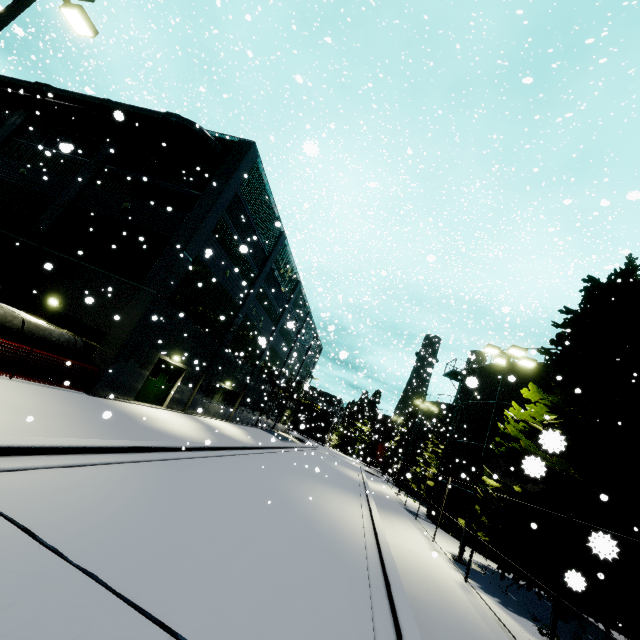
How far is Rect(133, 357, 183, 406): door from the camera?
17.0 meters

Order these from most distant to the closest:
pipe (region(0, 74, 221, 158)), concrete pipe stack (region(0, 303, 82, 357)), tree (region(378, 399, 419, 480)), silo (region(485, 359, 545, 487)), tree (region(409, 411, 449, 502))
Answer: tree (region(378, 399, 419, 480)) → tree (region(409, 411, 449, 502)) → silo (region(485, 359, 545, 487)) → pipe (region(0, 74, 221, 158)) → concrete pipe stack (region(0, 303, 82, 357))

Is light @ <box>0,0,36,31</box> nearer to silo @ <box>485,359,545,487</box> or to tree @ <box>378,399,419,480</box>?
silo @ <box>485,359,545,487</box>

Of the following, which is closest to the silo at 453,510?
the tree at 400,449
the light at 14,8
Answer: the tree at 400,449

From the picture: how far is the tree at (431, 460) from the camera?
33.8 meters

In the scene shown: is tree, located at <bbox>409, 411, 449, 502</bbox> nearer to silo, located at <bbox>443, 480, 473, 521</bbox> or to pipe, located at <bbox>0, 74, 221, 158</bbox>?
silo, located at <bbox>443, 480, 473, 521</bbox>

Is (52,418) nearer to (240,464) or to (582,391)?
(240,464)

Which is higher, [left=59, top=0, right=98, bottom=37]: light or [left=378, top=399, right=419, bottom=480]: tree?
[left=59, top=0, right=98, bottom=37]: light
